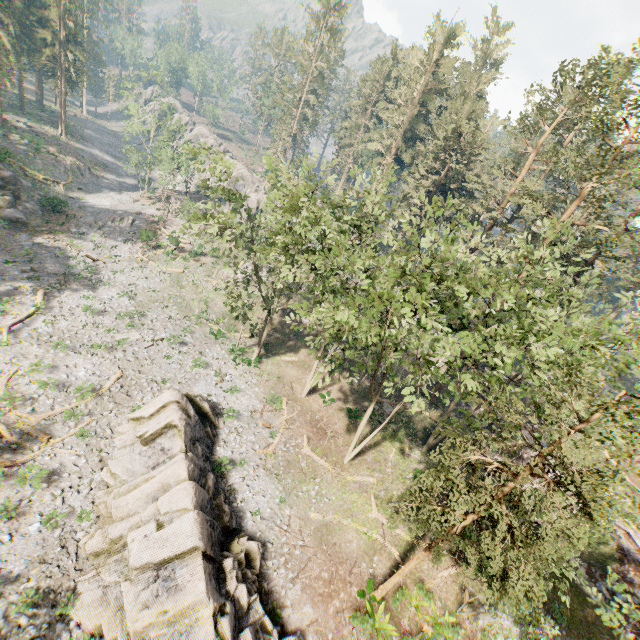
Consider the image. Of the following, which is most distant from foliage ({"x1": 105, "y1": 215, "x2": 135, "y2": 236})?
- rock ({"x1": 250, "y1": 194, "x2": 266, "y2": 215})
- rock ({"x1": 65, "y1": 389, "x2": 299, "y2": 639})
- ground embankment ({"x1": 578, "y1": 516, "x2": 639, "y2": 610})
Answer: rock ({"x1": 250, "y1": 194, "x2": 266, "y2": 215})

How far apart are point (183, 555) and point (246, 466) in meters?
8.1 m

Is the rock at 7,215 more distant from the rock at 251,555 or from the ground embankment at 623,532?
the ground embankment at 623,532

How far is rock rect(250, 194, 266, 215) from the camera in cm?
5903

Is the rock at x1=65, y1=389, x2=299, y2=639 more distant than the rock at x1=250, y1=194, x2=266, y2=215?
No

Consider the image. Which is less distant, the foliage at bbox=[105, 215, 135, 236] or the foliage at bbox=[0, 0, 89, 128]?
the foliage at bbox=[105, 215, 135, 236]

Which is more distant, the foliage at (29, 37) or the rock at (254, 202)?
the rock at (254, 202)
